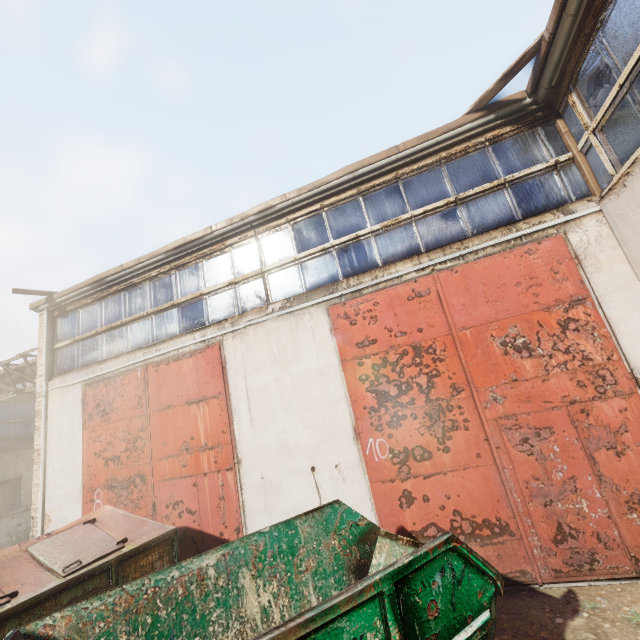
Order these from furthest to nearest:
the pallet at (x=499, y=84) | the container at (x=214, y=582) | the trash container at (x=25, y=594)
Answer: the pallet at (x=499, y=84) → the trash container at (x=25, y=594) → the container at (x=214, y=582)

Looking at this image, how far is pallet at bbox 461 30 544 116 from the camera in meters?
4.5 m

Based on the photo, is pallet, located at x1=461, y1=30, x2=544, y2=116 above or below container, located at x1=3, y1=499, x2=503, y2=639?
above

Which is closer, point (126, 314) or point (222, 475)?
point (222, 475)

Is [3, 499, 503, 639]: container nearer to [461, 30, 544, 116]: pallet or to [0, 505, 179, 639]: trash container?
[0, 505, 179, 639]: trash container

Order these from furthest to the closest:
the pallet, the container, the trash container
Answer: the pallet
the trash container
the container

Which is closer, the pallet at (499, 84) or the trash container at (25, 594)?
the trash container at (25, 594)

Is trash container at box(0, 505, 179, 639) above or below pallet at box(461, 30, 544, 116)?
below
